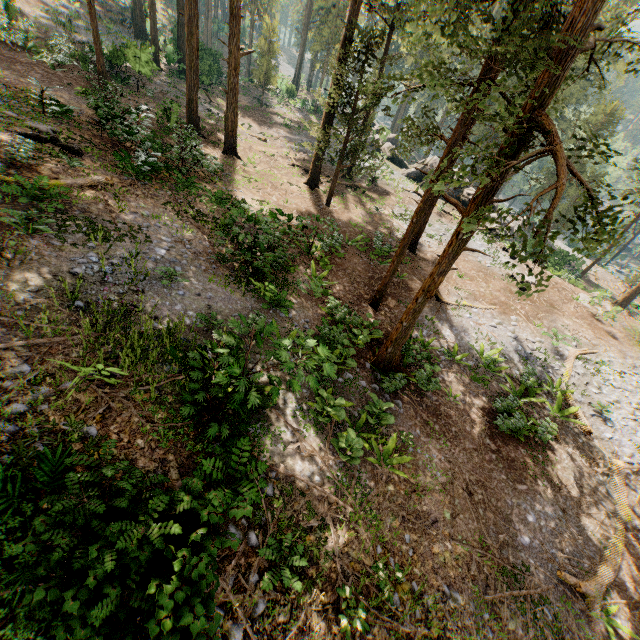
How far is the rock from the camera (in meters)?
33.12

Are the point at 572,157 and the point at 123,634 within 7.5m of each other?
no

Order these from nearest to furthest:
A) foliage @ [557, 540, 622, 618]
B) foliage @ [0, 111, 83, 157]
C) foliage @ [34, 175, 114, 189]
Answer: foliage @ [557, 540, 622, 618] < foliage @ [34, 175, 114, 189] < foliage @ [0, 111, 83, 157]

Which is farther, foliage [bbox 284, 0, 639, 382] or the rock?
the rock

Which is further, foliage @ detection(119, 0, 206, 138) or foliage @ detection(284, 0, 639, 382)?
foliage @ detection(119, 0, 206, 138)

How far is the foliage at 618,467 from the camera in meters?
11.4 m

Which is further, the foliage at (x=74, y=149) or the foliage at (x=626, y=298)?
the foliage at (x=626, y=298)

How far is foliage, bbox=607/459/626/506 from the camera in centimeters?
1144cm
